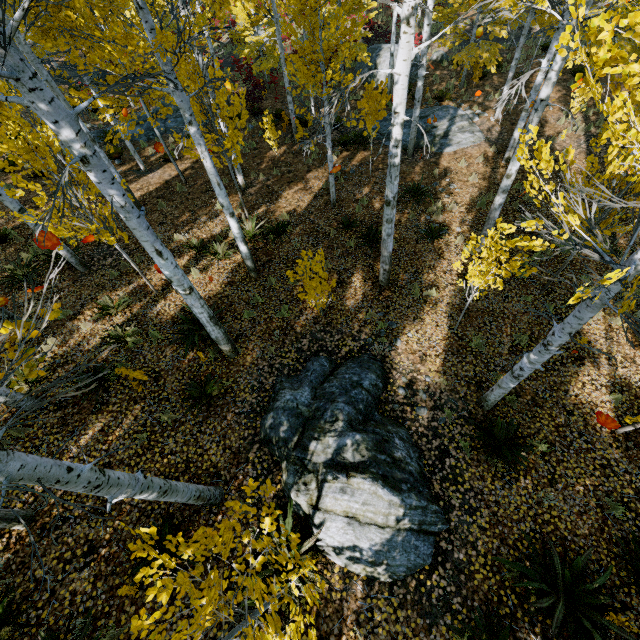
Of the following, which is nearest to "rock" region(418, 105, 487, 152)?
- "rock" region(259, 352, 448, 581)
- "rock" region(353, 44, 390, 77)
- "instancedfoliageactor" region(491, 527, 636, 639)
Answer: "rock" region(353, 44, 390, 77)

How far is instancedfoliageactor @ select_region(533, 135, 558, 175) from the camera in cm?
280

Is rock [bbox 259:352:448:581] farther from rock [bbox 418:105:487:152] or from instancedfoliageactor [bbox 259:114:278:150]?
rock [bbox 418:105:487:152]

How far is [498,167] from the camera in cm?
1211

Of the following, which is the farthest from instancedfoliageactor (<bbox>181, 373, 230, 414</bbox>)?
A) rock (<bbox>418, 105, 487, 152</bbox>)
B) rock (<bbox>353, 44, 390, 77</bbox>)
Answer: rock (<bbox>353, 44, 390, 77</bbox>)

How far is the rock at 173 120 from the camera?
16.5m

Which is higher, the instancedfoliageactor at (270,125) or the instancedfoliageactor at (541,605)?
the instancedfoliageactor at (541,605)

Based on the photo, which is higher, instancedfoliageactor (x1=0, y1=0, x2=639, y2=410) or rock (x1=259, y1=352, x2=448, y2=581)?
instancedfoliageactor (x1=0, y1=0, x2=639, y2=410)
